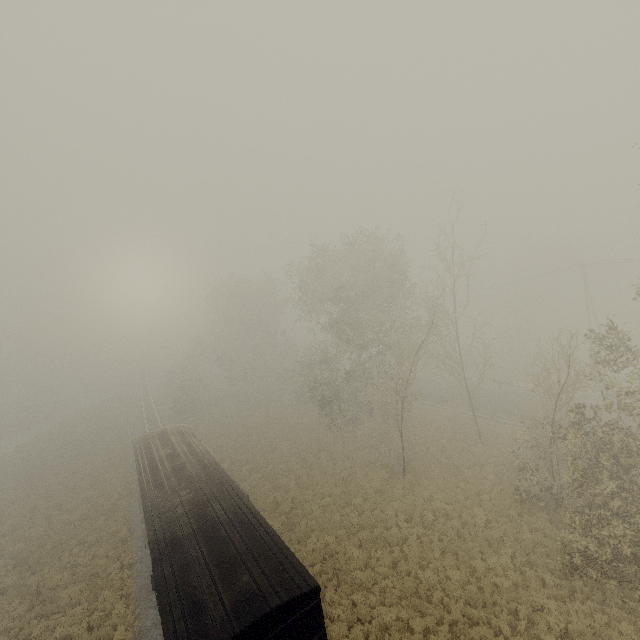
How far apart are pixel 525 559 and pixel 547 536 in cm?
206
